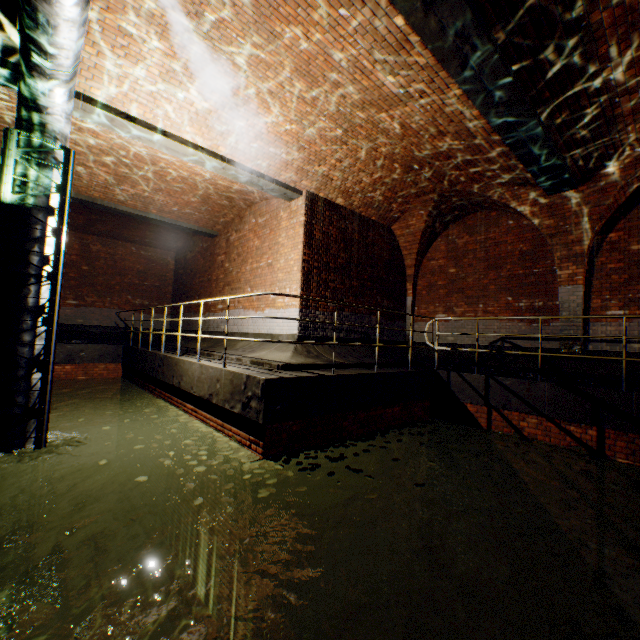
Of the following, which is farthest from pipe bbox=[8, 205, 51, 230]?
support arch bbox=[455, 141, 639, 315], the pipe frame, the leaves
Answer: support arch bbox=[455, 141, 639, 315]

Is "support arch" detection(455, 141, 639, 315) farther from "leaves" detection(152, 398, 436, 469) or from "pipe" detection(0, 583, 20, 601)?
"pipe" detection(0, 583, 20, 601)

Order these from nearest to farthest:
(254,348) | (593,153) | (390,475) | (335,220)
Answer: (593,153) < (390,475) < (254,348) < (335,220)

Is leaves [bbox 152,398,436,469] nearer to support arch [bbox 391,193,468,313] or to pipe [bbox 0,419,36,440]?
pipe [bbox 0,419,36,440]

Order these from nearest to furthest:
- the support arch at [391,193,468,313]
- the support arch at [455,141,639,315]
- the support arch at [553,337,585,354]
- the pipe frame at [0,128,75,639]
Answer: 1. the pipe frame at [0,128,75,639]
2. the support arch at [455,141,639,315]
3. the support arch at [553,337,585,354]
4. the support arch at [391,193,468,313]

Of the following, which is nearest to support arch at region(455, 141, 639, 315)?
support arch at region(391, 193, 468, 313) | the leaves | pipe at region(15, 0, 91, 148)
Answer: support arch at region(391, 193, 468, 313)

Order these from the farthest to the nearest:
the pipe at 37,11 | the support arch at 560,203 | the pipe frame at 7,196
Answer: the support arch at 560,203
the pipe frame at 7,196
the pipe at 37,11

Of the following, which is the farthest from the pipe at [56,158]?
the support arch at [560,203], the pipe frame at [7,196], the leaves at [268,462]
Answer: the support arch at [560,203]
